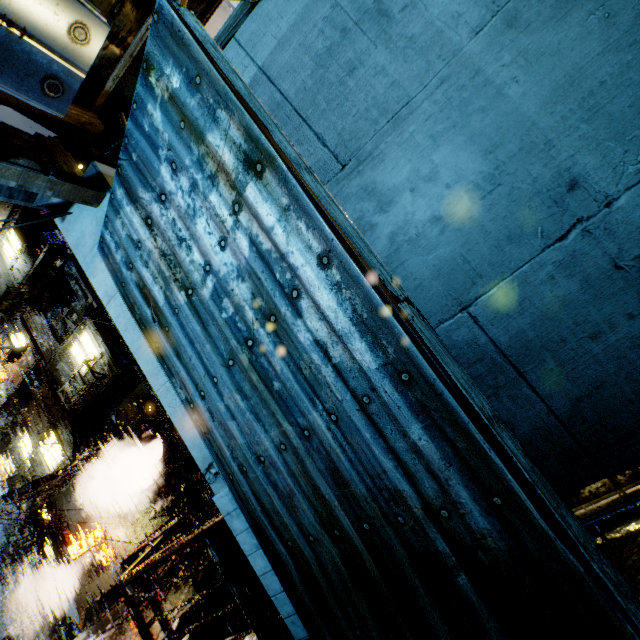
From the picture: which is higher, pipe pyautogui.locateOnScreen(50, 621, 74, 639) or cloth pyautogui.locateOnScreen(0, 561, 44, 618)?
cloth pyautogui.locateOnScreen(0, 561, 44, 618)

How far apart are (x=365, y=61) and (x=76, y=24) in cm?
286

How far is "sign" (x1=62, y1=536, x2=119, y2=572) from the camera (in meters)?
17.02

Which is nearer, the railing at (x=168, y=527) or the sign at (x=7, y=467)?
the railing at (x=168, y=527)

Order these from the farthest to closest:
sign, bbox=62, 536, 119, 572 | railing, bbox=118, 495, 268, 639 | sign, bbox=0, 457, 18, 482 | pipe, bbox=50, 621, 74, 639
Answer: sign, bbox=0, 457, 18, 482, pipe, bbox=50, 621, 74, 639, sign, bbox=62, 536, 119, 572, railing, bbox=118, 495, 268, 639

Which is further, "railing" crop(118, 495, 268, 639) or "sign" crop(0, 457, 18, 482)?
"sign" crop(0, 457, 18, 482)

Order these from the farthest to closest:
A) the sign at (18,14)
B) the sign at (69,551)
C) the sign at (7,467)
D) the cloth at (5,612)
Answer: the sign at (7,467)
the cloth at (5,612)
the sign at (69,551)
the sign at (18,14)

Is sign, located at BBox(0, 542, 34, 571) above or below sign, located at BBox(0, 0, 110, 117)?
above
